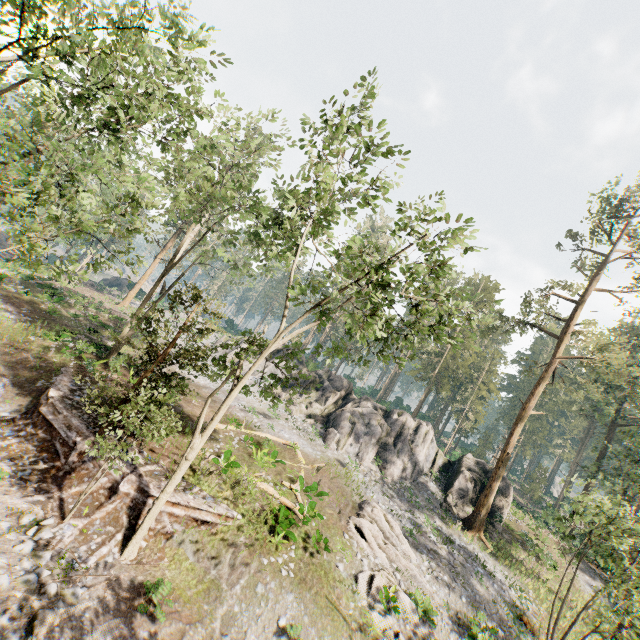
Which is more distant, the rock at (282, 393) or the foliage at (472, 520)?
the rock at (282, 393)

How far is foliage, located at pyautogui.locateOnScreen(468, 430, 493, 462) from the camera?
54.53m

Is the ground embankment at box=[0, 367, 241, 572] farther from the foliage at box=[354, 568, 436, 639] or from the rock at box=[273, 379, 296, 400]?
the rock at box=[273, 379, 296, 400]

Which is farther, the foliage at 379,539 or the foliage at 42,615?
the foliage at 379,539

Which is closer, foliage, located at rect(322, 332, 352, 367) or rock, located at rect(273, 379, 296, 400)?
foliage, located at rect(322, 332, 352, 367)

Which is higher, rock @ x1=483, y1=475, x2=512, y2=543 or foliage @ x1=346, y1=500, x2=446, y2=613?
rock @ x1=483, y1=475, x2=512, y2=543

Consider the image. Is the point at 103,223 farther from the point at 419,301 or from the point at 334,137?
the point at 419,301

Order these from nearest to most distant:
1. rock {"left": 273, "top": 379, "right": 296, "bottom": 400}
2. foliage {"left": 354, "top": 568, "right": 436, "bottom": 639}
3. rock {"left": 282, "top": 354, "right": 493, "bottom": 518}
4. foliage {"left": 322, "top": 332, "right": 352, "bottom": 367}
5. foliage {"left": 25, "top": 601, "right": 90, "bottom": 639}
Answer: foliage {"left": 25, "top": 601, "right": 90, "bottom": 639}
foliage {"left": 322, "top": 332, "right": 352, "bottom": 367}
foliage {"left": 354, "top": 568, "right": 436, "bottom": 639}
rock {"left": 282, "top": 354, "right": 493, "bottom": 518}
rock {"left": 273, "top": 379, "right": 296, "bottom": 400}
